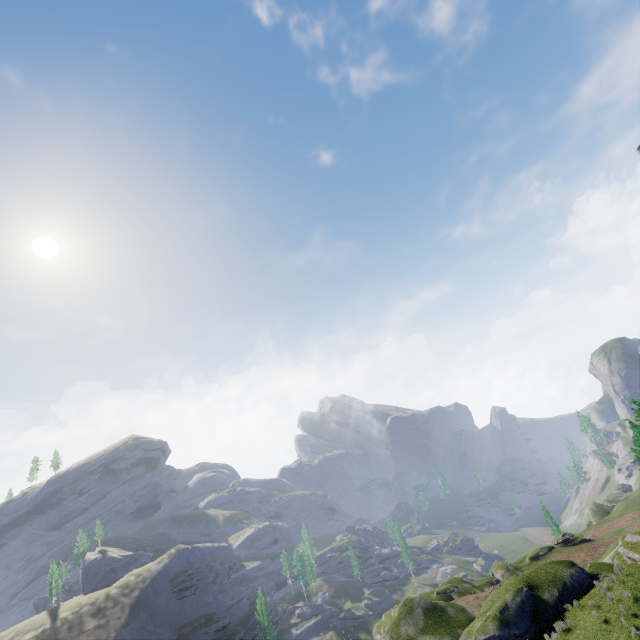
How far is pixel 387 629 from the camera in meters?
32.0
